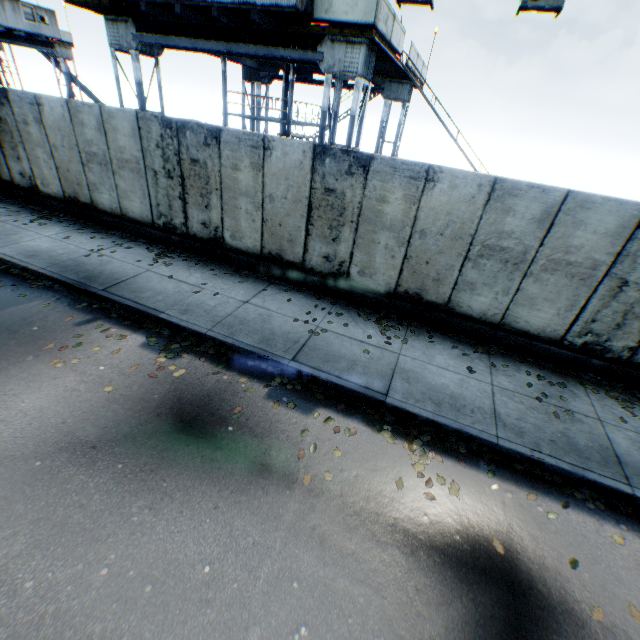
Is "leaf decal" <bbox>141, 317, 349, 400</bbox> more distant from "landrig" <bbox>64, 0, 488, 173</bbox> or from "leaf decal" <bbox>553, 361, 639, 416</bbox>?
"landrig" <bbox>64, 0, 488, 173</bbox>

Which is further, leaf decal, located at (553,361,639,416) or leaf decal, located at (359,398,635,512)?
leaf decal, located at (553,361,639,416)

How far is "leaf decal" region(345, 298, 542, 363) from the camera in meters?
7.2

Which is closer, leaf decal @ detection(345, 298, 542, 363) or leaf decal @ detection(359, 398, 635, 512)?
leaf decal @ detection(359, 398, 635, 512)

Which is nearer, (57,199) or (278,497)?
(278,497)

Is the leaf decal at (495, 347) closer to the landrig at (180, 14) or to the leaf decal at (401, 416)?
the leaf decal at (401, 416)

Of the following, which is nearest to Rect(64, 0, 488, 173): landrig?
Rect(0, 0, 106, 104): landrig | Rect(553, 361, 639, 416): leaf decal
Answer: Rect(553, 361, 639, 416): leaf decal

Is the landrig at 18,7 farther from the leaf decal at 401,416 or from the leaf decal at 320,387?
the leaf decal at 401,416
